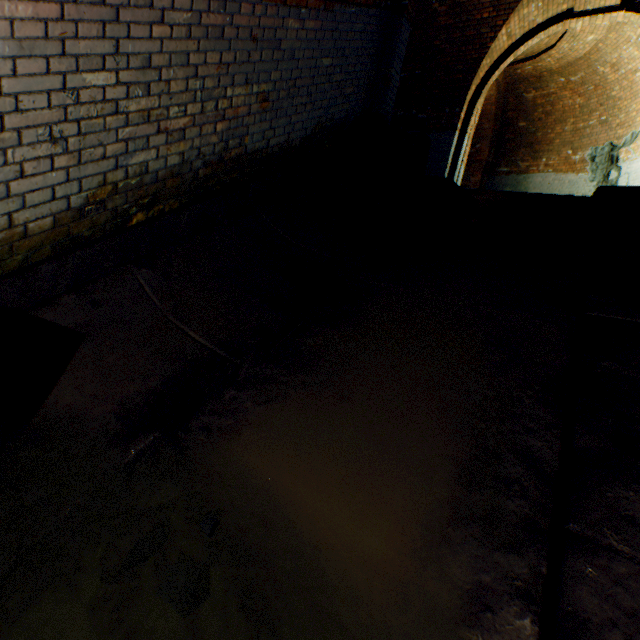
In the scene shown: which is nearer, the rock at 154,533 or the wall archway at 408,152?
the rock at 154,533

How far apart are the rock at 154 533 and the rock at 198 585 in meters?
0.1

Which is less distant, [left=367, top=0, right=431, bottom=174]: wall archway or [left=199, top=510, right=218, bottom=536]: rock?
[left=199, top=510, right=218, bottom=536]: rock

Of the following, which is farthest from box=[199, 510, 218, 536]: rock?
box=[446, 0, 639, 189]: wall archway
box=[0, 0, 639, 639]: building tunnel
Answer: box=[446, 0, 639, 189]: wall archway

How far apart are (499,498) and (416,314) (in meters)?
1.28

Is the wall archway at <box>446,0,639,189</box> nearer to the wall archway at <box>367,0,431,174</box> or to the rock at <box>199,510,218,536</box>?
the wall archway at <box>367,0,431,174</box>

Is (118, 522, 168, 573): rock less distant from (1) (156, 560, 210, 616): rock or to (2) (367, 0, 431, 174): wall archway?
(1) (156, 560, 210, 616): rock

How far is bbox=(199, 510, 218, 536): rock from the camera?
1.27m
